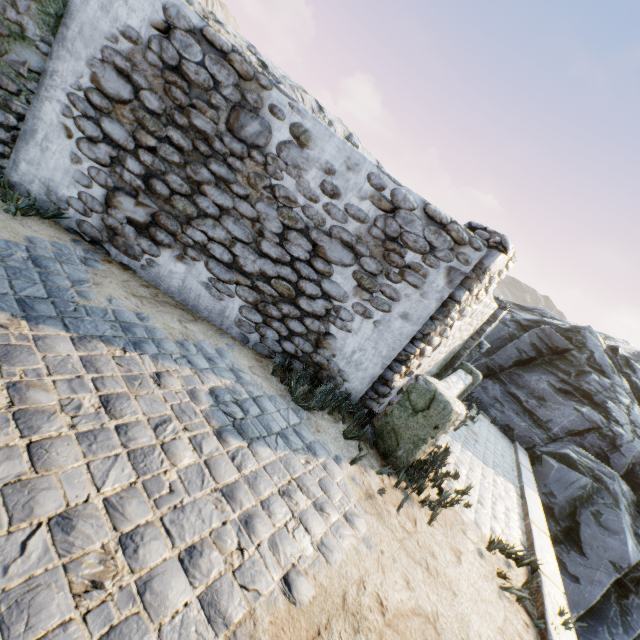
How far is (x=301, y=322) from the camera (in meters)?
4.48

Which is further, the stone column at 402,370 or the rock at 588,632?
the rock at 588,632

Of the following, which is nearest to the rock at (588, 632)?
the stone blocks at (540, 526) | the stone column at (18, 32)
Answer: the stone blocks at (540, 526)

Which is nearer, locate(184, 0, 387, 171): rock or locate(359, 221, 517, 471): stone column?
locate(359, 221, 517, 471): stone column

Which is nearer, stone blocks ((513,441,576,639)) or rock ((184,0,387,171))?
stone blocks ((513,441,576,639))

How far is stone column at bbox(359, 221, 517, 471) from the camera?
4.1 meters

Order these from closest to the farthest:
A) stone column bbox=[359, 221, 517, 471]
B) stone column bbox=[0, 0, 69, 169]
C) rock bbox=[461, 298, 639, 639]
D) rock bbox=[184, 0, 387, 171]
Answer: stone column bbox=[0, 0, 69, 169] < stone column bbox=[359, 221, 517, 471] < rock bbox=[461, 298, 639, 639] < rock bbox=[184, 0, 387, 171]

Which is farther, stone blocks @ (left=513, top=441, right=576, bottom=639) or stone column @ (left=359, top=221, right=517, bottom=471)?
stone column @ (left=359, top=221, right=517, bottom=471)
